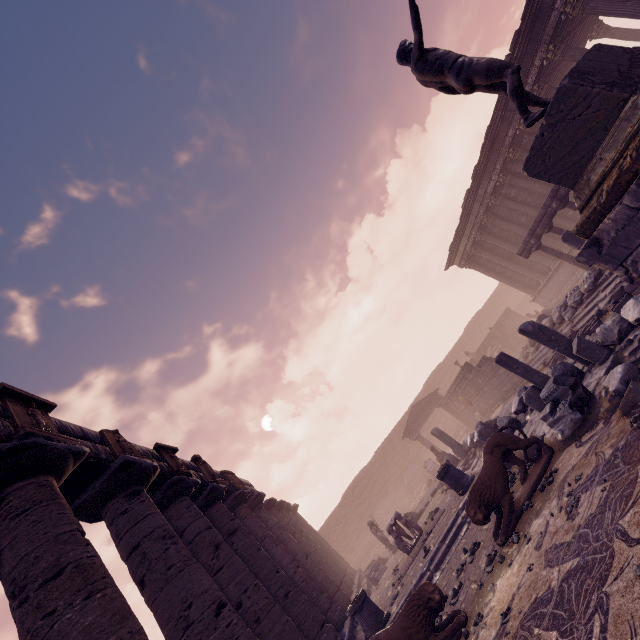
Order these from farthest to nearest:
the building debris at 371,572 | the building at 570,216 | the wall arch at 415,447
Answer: the wall arch at 415,447, the building at 570,216, the building debris at 371,572

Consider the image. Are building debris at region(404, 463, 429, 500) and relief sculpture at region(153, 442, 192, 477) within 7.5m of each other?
no

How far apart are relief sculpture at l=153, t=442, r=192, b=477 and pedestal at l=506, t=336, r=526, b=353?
24.4 meters

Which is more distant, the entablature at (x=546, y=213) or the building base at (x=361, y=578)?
the building base at (x=361, y=578)

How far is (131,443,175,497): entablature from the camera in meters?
7.7 m

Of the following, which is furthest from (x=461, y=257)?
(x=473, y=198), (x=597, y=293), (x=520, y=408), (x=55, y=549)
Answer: (x=55, y=549)

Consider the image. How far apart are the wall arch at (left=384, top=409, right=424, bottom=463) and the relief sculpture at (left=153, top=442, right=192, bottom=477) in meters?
25.3

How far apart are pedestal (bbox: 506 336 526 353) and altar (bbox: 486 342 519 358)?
0.1m
